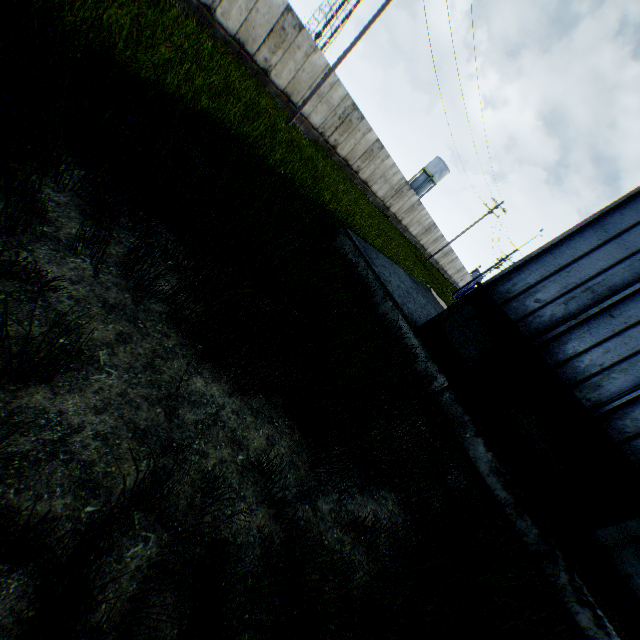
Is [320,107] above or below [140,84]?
above
